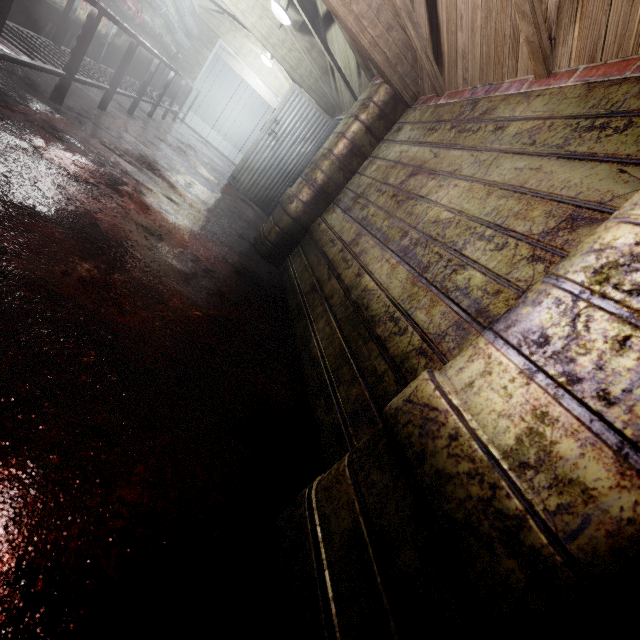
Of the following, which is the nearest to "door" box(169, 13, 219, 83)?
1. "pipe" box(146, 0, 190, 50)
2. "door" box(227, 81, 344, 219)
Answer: "pipe" box(146, 0, 190, 50)

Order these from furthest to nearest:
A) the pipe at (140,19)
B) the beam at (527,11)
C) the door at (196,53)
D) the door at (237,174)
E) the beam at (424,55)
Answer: the door at (196,53), the door at (237,174), the pipe at (140,19), the beam at (424,55), the beam at (527,11)

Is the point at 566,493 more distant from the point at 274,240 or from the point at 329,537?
the point at 274,240

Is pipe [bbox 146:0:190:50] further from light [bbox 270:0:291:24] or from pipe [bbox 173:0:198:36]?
light [bbox 270:0:291:24]

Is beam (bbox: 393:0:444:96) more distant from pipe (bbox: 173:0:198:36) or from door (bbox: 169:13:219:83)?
door (bbox: 169:13:219:83)

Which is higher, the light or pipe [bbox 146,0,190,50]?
the light

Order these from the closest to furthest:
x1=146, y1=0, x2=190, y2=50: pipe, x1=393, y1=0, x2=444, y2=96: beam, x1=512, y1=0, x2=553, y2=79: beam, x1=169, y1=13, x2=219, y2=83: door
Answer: x1=512, y1=0, x2=553, y2=79: beam → x1=393, y1=0, x2=444, y2=96: beam → x1=146, y1=0, x2=190, y2=50: pipe → x1=169, y1=13, x2=219, y2=83: door

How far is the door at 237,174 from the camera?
5.3m
